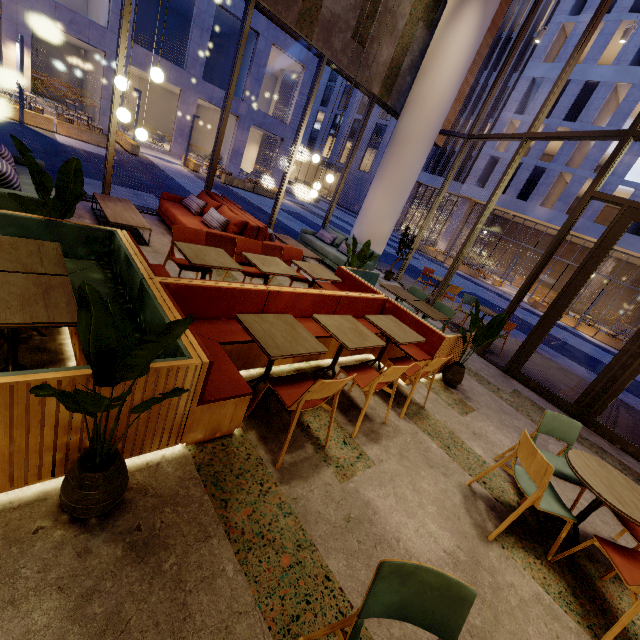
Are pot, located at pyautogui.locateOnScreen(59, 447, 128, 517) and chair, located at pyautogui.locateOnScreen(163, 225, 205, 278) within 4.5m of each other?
yes

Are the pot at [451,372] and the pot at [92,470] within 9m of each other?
yes

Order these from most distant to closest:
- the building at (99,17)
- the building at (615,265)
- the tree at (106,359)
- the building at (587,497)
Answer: the building at (615,265), the building at (99,17), the building at (587,497), the tree at (106,359)

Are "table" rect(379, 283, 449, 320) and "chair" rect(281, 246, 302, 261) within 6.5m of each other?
yes

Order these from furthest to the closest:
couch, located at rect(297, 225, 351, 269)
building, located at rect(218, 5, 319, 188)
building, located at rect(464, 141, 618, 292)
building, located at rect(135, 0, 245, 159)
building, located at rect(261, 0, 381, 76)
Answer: building, located at rect(464, 141, 618, 292)
building, located at rect(218, 5, 319, 188)
building, located at rect(135, 0, 245, 159)
couch, located at rect(297, 225, 351, 269)
building, located at rect(261, 0, 381, 76)

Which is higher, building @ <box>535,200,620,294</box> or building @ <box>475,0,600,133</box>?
building @ <box>475,0,600,133</box>

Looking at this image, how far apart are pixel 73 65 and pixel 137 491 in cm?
3173

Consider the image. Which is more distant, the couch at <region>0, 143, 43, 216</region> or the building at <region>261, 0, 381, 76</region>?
the building at <region>261, 0, 381, 76</region>
